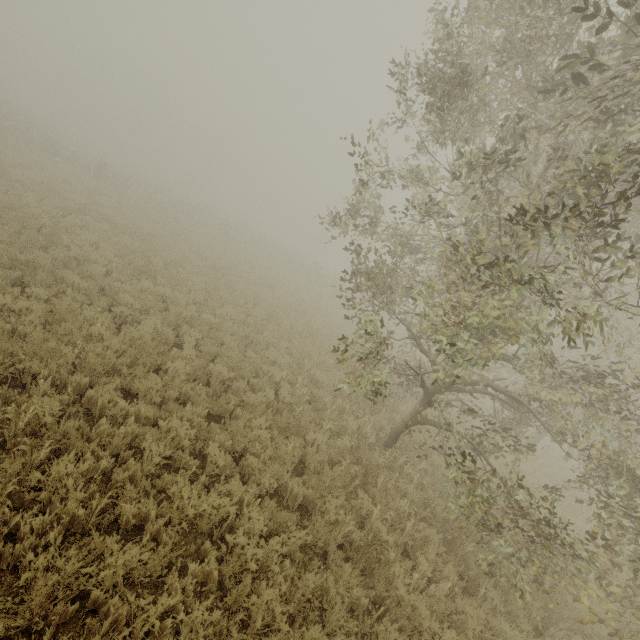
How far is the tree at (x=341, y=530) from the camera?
5.3 meters

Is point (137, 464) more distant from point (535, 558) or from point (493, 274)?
point (535, 558)

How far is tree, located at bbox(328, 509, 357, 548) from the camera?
5.3 meters

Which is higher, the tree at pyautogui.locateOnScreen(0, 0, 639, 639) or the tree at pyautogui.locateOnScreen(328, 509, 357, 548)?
the tree at pyautogui.locateOnScreen(0, 0, 639, 639)

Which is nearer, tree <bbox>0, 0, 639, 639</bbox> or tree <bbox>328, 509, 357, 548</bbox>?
tree <bbox>0, 0, 639, 639</bbox>

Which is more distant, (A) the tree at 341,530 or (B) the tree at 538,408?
(A) the tree at 341,530
